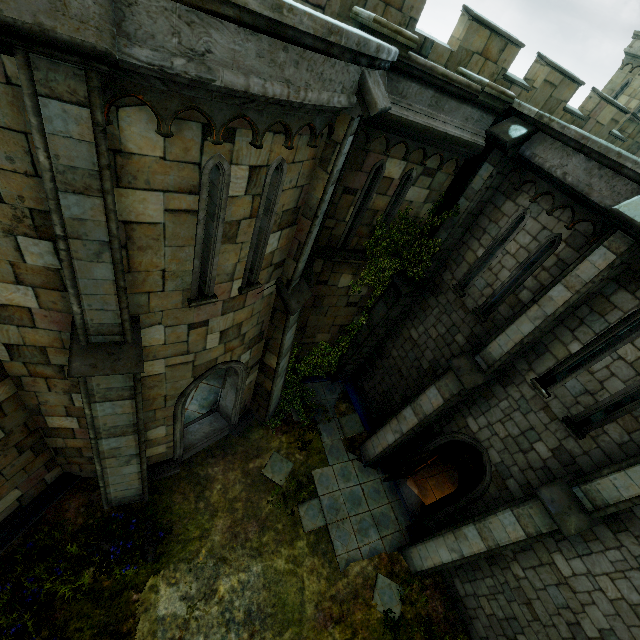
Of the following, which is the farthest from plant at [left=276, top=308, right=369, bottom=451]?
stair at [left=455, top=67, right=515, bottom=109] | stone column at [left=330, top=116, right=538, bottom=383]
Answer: stair at [left=455, top=67, right=515, bottom=109]

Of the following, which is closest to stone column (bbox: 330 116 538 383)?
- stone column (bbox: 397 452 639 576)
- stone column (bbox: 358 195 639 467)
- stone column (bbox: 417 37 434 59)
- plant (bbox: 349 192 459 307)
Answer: plant (bbox: 349 192 459 307)

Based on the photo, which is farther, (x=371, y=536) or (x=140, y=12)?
(x=371, y=536)

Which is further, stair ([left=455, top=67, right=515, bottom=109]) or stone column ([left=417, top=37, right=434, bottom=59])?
stone column ([left=417, top=37, right=434, bottom=59])

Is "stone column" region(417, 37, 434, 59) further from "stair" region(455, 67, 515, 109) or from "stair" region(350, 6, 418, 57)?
"stair" region(350, 6, 418, 57)

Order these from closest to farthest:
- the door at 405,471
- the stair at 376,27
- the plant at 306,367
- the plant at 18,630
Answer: the stair at 376,27, the plant at 18,630, the door at 405,471, the plant at 306,367

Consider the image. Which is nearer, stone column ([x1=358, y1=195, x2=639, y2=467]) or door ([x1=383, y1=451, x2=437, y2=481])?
stone column ([x1=358, y1=195, x2=639, y2=467])

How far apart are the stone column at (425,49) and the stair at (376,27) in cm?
409
